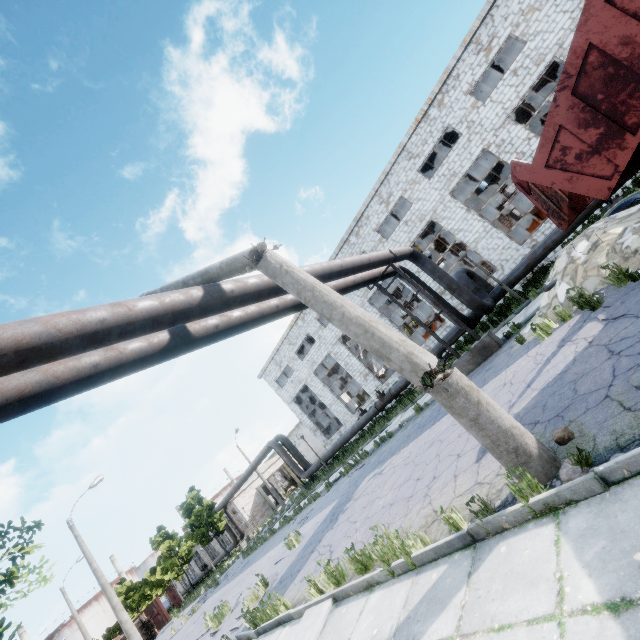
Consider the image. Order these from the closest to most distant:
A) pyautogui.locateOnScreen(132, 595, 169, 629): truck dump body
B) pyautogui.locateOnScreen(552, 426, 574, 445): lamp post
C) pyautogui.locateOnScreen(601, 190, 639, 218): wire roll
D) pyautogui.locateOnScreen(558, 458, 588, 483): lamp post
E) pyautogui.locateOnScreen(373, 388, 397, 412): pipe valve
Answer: pyautogui.locateOnScreen(558, 458, 588, 483): lamp post, pyautogui.locateOnScreen(552, 426, 574, 445): lamp post, pyautogui.locateOnScreen(601, 190, 639, 218): wire roll, pyautogui.locateOnScreen(373, 388, 397, 412): pipe valve, pyautogui.locateOnScreen(132, 595, 169, 629): truck dump body

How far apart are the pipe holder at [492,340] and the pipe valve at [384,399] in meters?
8.5

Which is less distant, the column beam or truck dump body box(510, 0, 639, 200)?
truck dump body box(510, 0, 639, 200)

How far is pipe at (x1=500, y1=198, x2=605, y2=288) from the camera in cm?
1285

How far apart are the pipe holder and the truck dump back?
4.51m

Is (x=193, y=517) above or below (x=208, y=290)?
above

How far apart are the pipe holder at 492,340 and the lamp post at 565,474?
8.1 meters

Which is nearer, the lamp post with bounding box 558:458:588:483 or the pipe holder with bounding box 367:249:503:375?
the lamp post with bounding box 558:458:588:483
